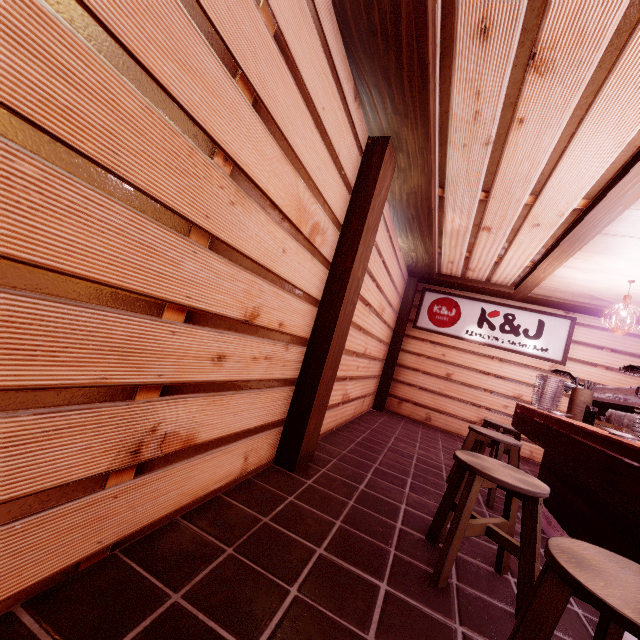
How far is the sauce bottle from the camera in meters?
5.0

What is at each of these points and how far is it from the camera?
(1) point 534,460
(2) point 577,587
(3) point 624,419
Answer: (1) building, 10.5 meters
(2) chair, 1.6 meters
(3) tableware, 4.3 meters

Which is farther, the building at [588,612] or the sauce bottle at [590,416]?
the sauce bottle at [590,416]

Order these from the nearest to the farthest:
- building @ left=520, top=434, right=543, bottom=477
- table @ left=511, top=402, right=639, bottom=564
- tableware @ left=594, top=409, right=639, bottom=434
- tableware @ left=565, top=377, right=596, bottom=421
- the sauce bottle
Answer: table @ left=511, top=402, right=639, bottom=564 → tableware @ left=594, top=409, right=639, bottom=434 → the sauce bottle → tableware @ left=565, top=377, right=596, bottom=421 → building @ left=520, top=434, right=543, bottom=477

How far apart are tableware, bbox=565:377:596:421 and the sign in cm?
553

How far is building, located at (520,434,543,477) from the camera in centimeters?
920cm

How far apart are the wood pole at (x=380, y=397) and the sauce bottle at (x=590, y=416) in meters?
6.7

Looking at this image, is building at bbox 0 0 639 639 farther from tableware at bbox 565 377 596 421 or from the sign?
tableware at bbox 565 377 596 421
